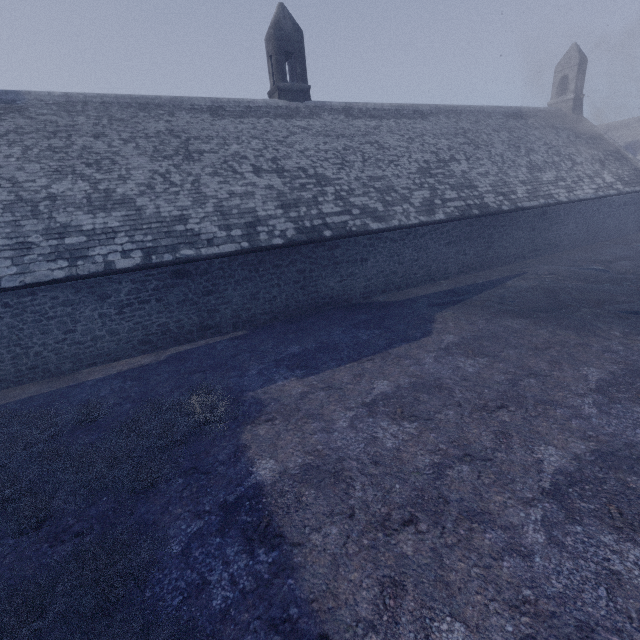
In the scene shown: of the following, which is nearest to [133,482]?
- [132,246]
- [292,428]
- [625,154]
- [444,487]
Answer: [292,428]
